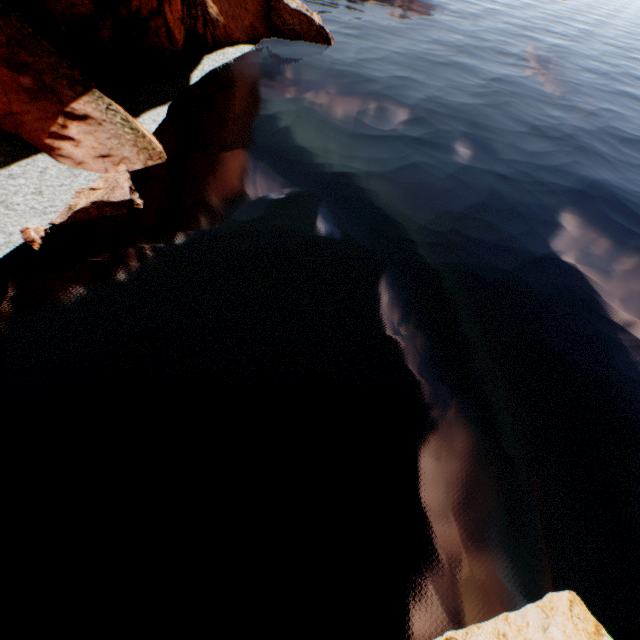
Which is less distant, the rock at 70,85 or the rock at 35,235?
the rock at 35,235

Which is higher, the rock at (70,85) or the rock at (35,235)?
the rock at (70,85)

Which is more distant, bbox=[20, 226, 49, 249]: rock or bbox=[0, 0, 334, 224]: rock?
bbox=[0, 0, 334, 224]: rock

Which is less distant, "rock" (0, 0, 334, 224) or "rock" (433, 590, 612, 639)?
"rock" (433, 590, 612, 639)

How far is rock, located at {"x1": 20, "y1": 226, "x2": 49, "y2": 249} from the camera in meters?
9.3 m

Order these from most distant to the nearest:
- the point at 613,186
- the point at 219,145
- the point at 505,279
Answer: the point at 613,186 → the point at 219,145 → the point at 505,279

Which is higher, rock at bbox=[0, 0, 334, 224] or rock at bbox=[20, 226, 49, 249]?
rock at bbox=[0, 0, 334, 224]
